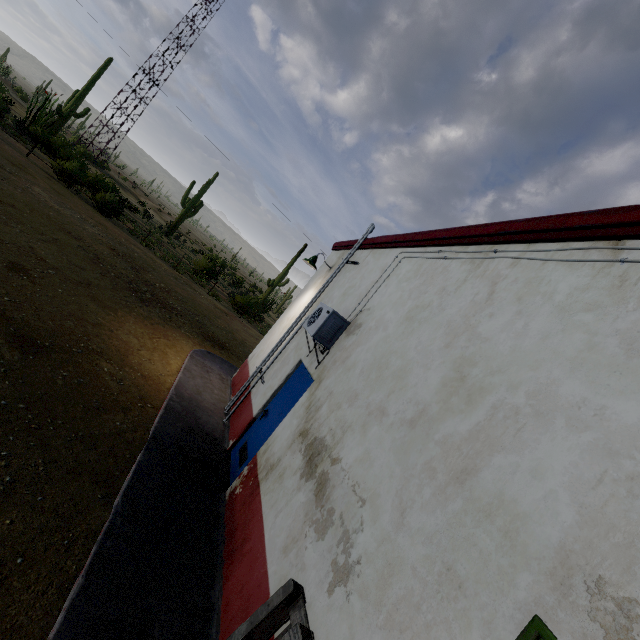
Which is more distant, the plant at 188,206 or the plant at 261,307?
the plant at 188,206

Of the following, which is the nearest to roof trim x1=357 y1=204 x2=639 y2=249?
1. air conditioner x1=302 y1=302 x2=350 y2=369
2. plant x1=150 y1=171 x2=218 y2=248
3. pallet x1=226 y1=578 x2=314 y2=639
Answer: air conditioner x1=302 y1=302 x2=350 y2=369

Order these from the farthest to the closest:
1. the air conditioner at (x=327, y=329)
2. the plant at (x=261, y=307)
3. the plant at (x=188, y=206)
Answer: the plant at (x=188, y=206) → the plant at (x=261, y=307) → the air conditioner at (x=327, y=329)

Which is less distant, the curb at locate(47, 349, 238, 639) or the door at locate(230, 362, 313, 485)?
the curb at locate(47, 349, 238, 639)

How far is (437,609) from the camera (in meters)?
1.80

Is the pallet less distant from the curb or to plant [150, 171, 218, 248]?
the curb

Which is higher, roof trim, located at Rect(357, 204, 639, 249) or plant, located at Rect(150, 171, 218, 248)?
roof trim, located at Rect(357, 204, 639, 249)

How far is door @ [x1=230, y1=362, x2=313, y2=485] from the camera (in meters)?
5.14
